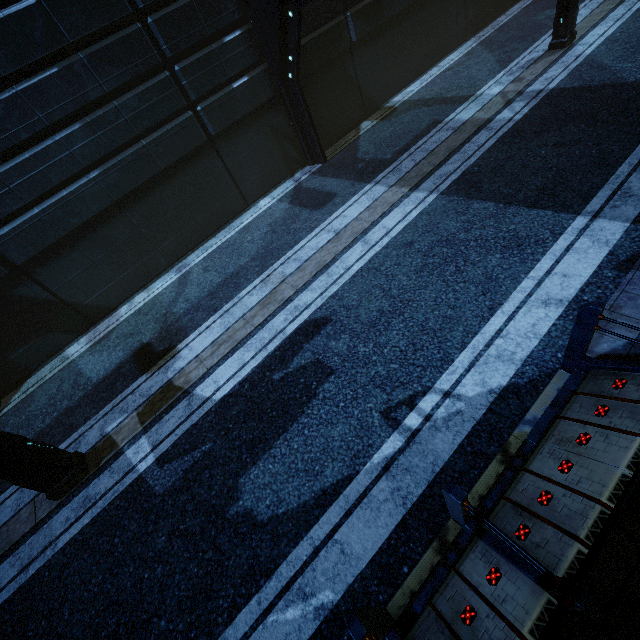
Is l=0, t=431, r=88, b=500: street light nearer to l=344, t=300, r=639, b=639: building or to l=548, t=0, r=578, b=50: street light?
l=344, t=300, r=639, b=639: building

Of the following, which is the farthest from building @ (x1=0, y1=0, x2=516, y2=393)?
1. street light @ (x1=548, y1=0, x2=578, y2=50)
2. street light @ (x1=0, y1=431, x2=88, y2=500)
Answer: street light @ (x1=548, y1=0, x2=578, y2=50)

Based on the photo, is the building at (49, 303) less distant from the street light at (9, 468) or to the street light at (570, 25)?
the street light at (9, 468)

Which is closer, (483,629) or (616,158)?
(483,629)

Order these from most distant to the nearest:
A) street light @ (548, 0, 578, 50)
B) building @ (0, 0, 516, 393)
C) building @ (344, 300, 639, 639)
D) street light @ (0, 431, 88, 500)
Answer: street light @ (548, 0, 578, 50) → building @ (0, 0, 516, 393) → street light @ (0, 431, 88, 500) → building @ (344, 300, 639, 639)
